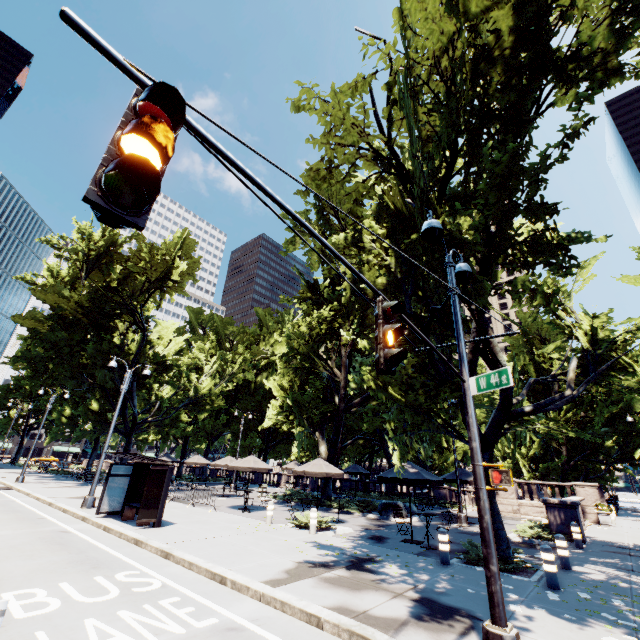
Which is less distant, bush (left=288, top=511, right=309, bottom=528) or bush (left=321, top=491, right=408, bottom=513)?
bush (left=288, top=511, right=309, bottom=528)

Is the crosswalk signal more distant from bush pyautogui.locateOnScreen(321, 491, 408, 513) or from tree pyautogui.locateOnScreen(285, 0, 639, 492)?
bush pyautogui.locateOnScreen(321, 491, 408, 513)

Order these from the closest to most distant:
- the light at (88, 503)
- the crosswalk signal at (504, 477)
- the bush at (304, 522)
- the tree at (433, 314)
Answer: the crosswalk signal at (504, 477) < the tree at (433, 314) < the bush at (304, 522) < the light at (88, 503)

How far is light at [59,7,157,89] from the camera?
1.78m

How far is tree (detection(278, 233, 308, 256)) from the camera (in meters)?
26.31

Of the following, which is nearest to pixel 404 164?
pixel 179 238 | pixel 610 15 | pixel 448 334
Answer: pixel 610 15

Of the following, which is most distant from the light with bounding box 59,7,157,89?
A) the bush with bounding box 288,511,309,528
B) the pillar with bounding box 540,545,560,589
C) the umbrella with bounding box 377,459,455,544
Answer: the bush with bounding box 288,511,309,528

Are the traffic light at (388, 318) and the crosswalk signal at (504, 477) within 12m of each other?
yes
